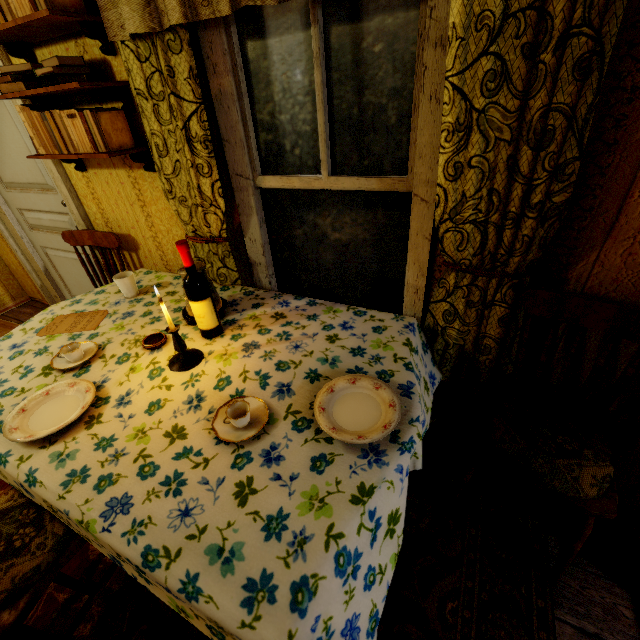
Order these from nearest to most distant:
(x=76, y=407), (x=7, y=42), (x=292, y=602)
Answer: (x=292, y=602) < (x=76, y=407) < (x=7, y=42)

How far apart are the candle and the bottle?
0.18m

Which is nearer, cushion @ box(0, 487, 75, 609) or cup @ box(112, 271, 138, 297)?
cushion @ box(0, 487, 75, 609)

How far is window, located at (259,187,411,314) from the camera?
1.6m

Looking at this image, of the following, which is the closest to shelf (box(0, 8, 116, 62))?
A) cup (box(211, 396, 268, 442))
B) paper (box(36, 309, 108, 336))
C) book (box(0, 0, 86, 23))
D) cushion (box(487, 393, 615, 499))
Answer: book (box(0, 0, 86, 23))

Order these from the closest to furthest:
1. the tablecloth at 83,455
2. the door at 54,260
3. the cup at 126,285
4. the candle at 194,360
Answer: the tablecloth at 83,455 < the candle at 194,360 < the cup at 126,285 < the door at 54,260

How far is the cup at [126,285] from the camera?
1.9m

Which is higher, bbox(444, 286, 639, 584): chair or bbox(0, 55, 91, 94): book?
bbox(0, 55, 91, 94): book
